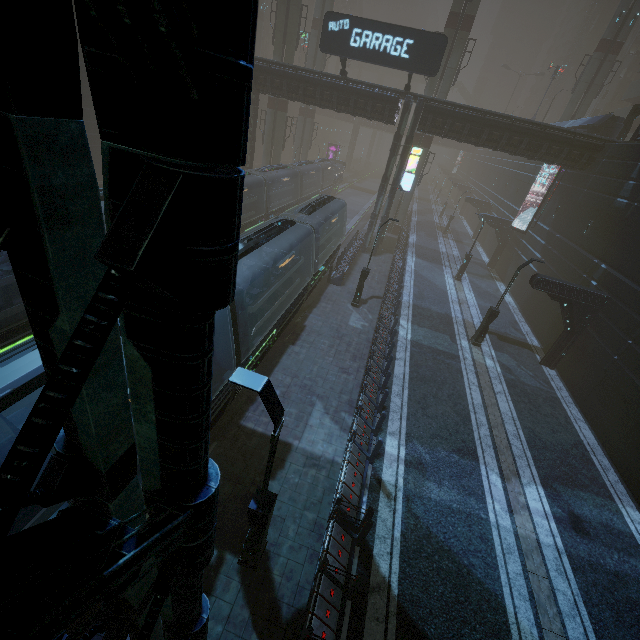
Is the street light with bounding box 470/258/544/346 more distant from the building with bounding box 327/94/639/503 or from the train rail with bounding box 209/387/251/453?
→ the train rail with bounding box 209/387/251/453

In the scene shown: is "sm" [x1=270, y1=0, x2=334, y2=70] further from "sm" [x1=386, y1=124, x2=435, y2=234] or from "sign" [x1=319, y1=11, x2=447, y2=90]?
"sign" [x1=319, y1=11, x2=447, y2=90]

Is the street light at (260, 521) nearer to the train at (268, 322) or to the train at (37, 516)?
the train at (37, 516)

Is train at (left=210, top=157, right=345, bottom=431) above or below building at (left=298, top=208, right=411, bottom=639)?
above

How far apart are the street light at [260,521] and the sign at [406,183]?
24.8m

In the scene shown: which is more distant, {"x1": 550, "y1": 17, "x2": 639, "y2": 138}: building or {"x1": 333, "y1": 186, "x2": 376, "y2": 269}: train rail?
{"x1": 333, "y1": 186, "x2": 376, "y2": 269}: train rail

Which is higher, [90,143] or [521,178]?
[521,178]

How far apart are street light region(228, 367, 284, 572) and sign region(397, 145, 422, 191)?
24.82m
